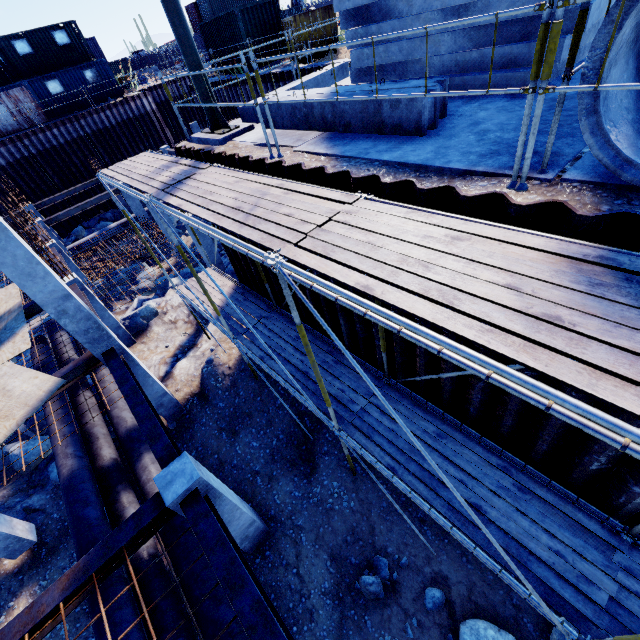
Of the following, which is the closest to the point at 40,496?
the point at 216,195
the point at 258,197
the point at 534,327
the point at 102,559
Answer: the point at 102,559

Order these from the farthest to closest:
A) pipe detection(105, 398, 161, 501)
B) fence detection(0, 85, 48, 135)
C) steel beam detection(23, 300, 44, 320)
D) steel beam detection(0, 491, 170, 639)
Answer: fence detection(0, 85, 48, 135), steel beam detection(23, 300, 44, 320), pipe detection(105, 398, 161, 501), steel beam detection(0, 491, 170, 639)

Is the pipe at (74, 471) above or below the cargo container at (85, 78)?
below

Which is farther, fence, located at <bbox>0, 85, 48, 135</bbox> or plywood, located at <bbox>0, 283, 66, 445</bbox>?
fence, located at <bbox>0, 85, 48, 135</bbox>

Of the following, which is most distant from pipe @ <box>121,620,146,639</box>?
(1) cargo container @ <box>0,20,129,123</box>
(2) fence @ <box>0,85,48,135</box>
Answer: (1) cargo container @ <box>0,20,129,123</box>

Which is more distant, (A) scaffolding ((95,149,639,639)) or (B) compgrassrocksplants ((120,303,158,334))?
(B) compgrassrocksplants ((120,303,158,334))

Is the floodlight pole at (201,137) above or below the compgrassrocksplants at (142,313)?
above

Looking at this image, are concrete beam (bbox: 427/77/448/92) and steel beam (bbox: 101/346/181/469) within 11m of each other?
yes
